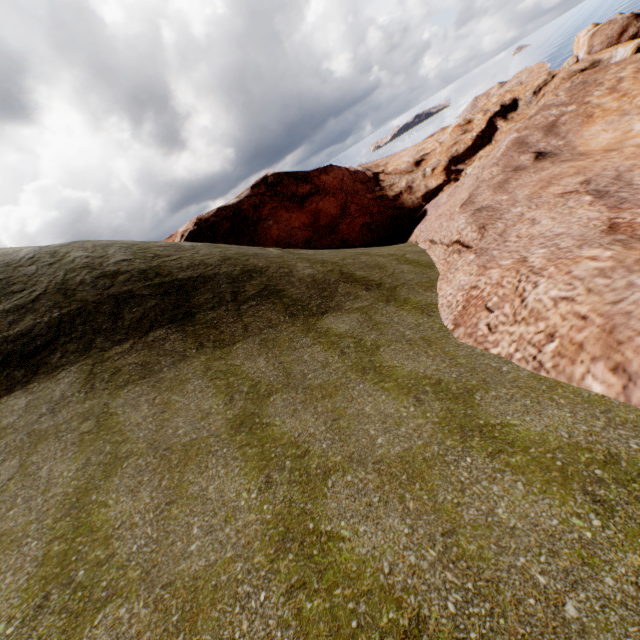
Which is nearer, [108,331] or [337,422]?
[337,422]
